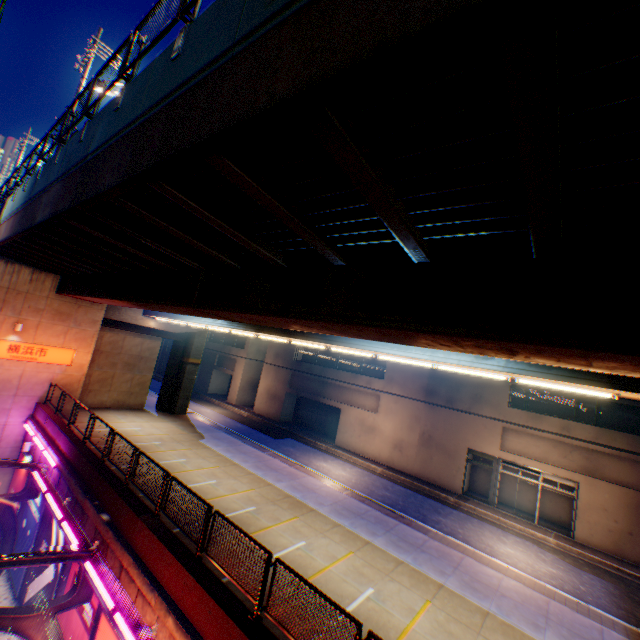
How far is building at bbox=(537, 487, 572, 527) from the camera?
20.94m

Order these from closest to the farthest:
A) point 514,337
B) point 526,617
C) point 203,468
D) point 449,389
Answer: point 514,337 → point 526,617 → point 203,468 → point 449,389

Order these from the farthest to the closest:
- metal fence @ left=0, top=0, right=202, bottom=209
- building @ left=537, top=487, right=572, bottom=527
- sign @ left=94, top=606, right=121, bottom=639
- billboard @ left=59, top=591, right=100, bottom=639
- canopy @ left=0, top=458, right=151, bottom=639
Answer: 1. building @ left=537, top=487, right=572, bottom=527
2. billboard @ left=59, top=591, right=100, bottom=639
3. sign @ left=94, top=606, right=121, bottom=639
4. canopy @ left=0, top=458, right=151, bottom=639
5. metal fence @ left=0, top=0, right=202, bottom=209

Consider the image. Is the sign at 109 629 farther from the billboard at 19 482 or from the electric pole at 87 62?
the electric pole at 87 62

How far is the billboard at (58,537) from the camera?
12.72m

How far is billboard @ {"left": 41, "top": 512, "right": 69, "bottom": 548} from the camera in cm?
1272

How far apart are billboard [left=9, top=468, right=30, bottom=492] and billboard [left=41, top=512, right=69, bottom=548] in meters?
4.5

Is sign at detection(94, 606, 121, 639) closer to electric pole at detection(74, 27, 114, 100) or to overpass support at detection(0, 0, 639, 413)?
overpass support at detection(0, 0, 639, 413)
